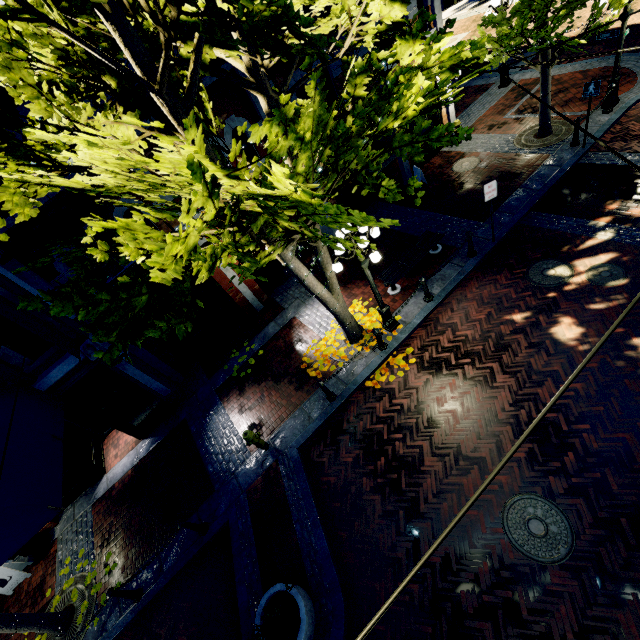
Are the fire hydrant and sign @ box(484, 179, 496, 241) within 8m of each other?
no

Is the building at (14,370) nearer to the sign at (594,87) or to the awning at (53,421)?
the sign at (594,87)

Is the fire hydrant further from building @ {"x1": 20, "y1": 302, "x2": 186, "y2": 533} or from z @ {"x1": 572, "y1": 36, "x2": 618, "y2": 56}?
building @ {"x1": 20, "y1": 302, "x2": 186, "y2": 533}

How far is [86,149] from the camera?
2.73m

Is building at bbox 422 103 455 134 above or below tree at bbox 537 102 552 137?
above

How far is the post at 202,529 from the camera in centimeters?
733cm

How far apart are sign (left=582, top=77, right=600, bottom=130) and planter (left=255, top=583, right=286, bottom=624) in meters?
14.7 m

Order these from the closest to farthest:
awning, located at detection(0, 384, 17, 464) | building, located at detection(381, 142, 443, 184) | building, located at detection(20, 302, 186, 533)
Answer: awning, located at detection(0, 384, 17, 464)
building, located at detection(20, 302, 186, 533)
building, located at detection(381, 142, 443, 184)
